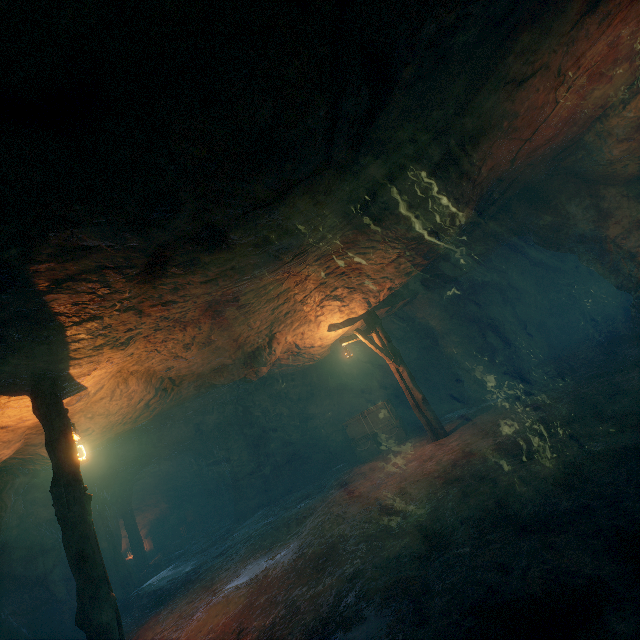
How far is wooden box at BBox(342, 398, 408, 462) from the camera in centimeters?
1302cm

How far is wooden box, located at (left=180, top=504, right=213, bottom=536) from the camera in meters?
20.0

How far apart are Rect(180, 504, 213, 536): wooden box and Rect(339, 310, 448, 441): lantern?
16.7m

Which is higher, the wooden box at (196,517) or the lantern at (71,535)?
the lantern at (71,535)

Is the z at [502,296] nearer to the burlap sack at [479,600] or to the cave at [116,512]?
the burlap sack at [479,600]

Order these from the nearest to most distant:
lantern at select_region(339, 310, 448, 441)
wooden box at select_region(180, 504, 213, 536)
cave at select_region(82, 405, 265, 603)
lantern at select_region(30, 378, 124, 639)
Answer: lantern at select_region(30, 378, 124, 639)
lantern at select_region(339, 310, 448, 441)
cave at select_region(82, 405, 265, 603)
wooden box at select_region(180, 504, 213, 536)

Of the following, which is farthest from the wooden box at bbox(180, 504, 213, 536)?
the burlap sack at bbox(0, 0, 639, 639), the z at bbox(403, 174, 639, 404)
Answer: the z at bbox(403, 174, 639, 404)

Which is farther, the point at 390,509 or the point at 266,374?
the point at 266,374
